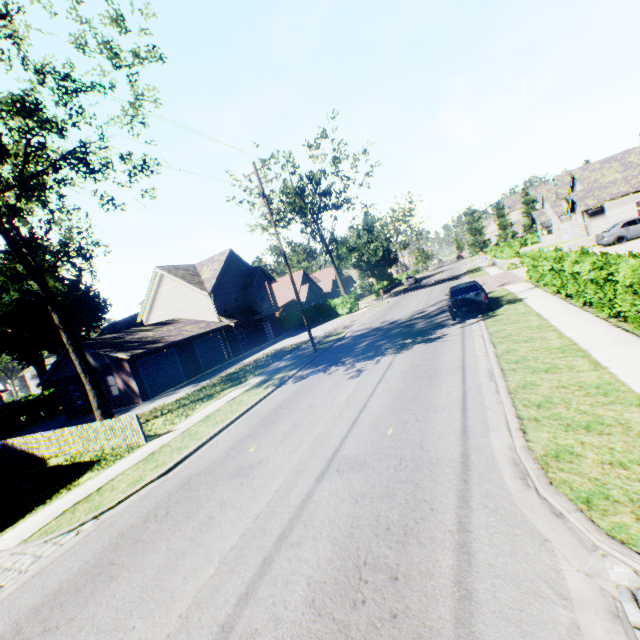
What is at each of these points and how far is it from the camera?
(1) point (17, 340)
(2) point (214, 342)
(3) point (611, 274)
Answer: (1) plant, 45.31m
(2) garage door, 30.45m
(3) hedge, 8.87m

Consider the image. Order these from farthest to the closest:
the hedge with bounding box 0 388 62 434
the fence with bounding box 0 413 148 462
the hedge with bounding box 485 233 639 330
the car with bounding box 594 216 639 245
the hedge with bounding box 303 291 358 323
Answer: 1. the hedge with bounding box 303 291 358 323
2. the hedge with bounding box 0 388 62 434
3. the car with bounding box 594 216 639 245
4. the fence with bounding box 0 413 148 462
5. the hedge with bounding box 485 233 639 330

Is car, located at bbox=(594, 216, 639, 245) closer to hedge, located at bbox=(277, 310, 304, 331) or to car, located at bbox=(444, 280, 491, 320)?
car, located at bbox=(444, 280, 491, 320)

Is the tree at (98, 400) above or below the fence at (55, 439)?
above

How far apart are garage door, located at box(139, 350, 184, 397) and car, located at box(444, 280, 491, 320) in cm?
2090

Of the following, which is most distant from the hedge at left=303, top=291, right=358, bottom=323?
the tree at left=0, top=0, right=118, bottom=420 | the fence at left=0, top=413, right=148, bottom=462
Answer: the tree at left=0, top=0, right=118, bottom=420

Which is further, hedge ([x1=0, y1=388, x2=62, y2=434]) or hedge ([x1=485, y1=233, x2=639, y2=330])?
hedge ([x1=0, y1=388, x2=62, y2=434])

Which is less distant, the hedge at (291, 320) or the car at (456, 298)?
the car at (456, 298)
